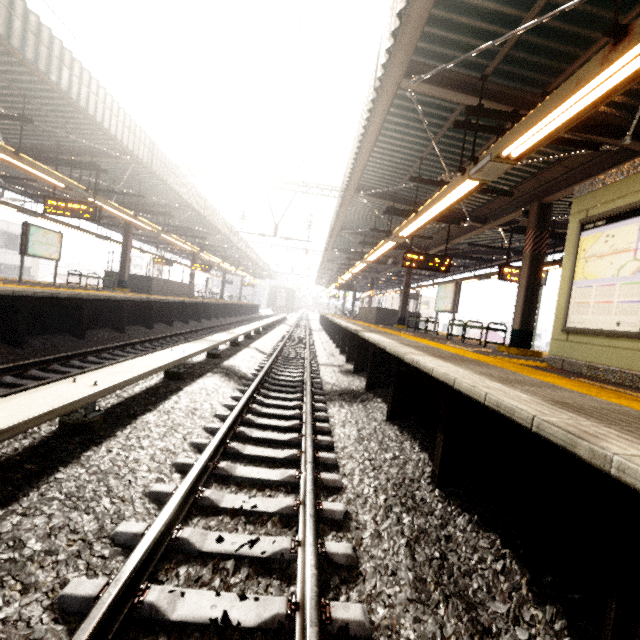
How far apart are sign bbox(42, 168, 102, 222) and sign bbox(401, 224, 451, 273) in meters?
9.3

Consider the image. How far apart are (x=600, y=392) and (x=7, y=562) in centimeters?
484cm

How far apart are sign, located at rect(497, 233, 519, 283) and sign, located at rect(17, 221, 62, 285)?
15.77m

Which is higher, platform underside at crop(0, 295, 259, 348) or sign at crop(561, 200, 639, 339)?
sign at crop(561, 200, 639, 339)

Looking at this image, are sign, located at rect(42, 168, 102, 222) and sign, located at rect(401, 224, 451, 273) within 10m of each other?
yes

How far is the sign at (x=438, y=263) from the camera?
10.1m

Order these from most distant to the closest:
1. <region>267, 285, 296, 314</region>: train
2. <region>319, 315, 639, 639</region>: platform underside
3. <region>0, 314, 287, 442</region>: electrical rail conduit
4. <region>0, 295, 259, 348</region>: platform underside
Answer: <region>267, 285, 296, 314</region>: train, <region>0, 295, 259, 348</region>: platform underside, <region>0, 314, 287, 442</region>: electrical rail conduit, <region>319, 315, 639, 639</region>: platform underside

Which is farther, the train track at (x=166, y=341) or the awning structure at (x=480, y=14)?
the train track at (x=166, y=341)
